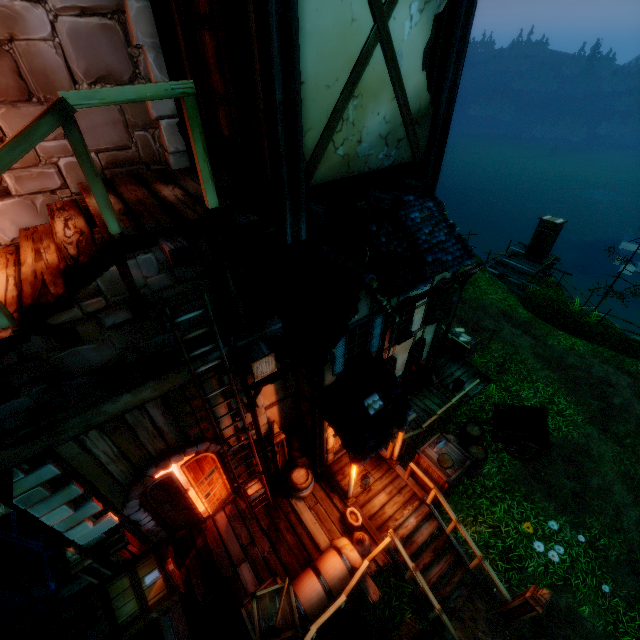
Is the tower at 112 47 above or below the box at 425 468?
above

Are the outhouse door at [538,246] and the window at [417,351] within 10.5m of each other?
no

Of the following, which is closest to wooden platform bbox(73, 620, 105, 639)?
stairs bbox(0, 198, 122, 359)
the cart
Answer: the cart

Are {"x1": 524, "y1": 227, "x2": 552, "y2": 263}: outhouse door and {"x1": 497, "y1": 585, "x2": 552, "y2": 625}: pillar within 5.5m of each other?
no

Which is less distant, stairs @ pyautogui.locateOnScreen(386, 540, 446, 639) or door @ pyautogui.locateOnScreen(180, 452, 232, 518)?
door @ pyautogui.locateOnScreen(180, 452, 232, 518)

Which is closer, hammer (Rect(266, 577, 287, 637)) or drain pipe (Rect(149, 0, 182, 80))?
drain pipe (Rect(149, 0, 182, 80))

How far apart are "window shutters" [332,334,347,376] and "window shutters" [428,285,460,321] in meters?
4.4 m

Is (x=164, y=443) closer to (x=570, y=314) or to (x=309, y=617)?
(x=309, y=617)
